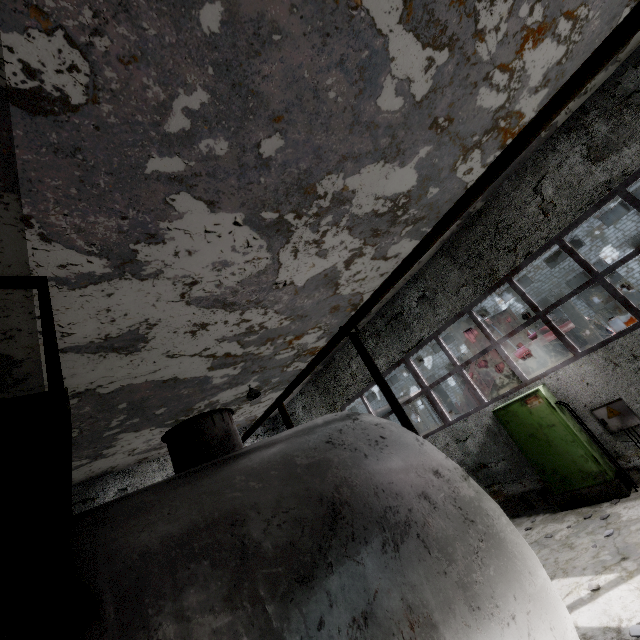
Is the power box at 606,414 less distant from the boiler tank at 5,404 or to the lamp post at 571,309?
the boiler tank at 5,404

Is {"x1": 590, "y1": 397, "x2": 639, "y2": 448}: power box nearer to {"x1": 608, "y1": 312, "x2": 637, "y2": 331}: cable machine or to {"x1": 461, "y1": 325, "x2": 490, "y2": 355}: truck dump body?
{"x1": 461, "y1": 325, "x2": 490, "y2": 355}: truck dump body

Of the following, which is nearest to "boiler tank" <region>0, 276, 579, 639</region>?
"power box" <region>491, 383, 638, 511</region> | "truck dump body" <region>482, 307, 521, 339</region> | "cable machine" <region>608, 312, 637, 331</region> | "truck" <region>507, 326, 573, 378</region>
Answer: "power box" <region>491, 383, 638, 511</region>

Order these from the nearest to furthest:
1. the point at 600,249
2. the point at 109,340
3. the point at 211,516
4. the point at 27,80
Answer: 1. the point at 211,516
2. the point at 27,80
3. the point at 109,340
4. the point at 600,249

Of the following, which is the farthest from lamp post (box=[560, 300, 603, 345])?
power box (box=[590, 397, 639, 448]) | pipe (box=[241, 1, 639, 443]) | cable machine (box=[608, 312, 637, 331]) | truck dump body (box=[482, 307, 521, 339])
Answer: cable machine (box=[608, 312, 637, 331])

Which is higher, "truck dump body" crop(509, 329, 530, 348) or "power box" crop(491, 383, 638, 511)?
"truck dump body" crop(509, 329, 530, 348)

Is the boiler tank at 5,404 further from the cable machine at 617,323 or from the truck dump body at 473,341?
the cable machine at 617,323

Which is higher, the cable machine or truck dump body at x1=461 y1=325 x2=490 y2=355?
truck dump body at x1=461 y1=325 x2=490 y2=355
